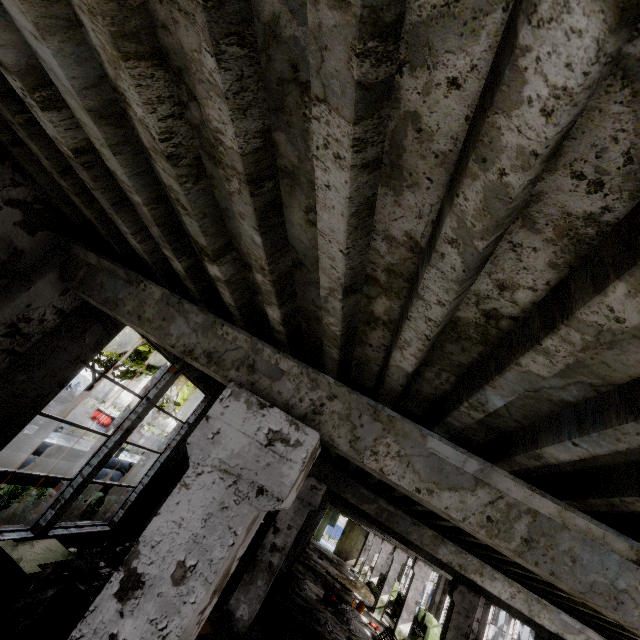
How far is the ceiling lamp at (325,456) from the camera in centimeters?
542cm

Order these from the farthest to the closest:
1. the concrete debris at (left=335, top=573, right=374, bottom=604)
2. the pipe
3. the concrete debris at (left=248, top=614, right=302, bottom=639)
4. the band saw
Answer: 1. the concrete debris at (left=335, top=573, right=374, bottom=604)
2. the band saw
3. the concrete debris at (left=248, top=614, right=302, bottom=639)
4. the pipe

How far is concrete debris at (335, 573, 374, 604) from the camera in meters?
23.2

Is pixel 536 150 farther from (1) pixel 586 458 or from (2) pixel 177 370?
(2) pixel 177 370

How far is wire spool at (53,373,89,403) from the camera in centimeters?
2089cm

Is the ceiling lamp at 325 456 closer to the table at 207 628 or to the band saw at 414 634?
the table at 207 628

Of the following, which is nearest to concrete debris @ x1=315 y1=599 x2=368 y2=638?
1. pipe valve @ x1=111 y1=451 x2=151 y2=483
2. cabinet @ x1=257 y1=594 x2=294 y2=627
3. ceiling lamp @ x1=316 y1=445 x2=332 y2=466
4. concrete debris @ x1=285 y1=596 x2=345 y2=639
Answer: concrete debris @ x1=285 y1=596 x2=345 y2=639

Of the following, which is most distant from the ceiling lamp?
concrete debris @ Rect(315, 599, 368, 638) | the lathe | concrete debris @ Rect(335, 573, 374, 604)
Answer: concrete debris @ Rect(335, 573, 374, 604)
